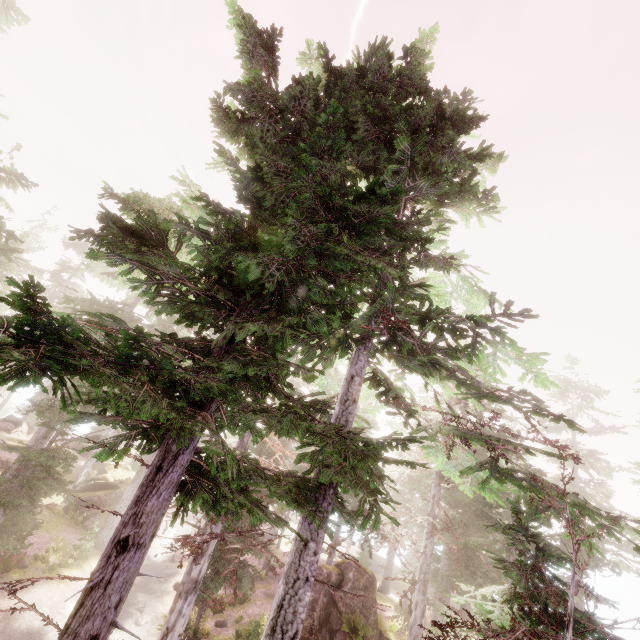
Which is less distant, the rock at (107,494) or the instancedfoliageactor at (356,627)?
the instancedfoliageactor at (356,627)

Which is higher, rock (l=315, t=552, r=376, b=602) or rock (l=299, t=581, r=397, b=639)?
rock (l=315, t=552, r=376, b=602)

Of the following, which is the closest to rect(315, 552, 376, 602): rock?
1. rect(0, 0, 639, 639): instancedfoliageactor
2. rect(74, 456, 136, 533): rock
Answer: rect(0, 0, 639, 639): instancedfoliageactor

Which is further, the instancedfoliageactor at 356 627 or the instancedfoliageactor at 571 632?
the instancedfoliageactor at 356 627

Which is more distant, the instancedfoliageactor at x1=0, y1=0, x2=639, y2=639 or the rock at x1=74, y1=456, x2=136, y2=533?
the rock at x1=74, y1=456, x2=136, y2=533

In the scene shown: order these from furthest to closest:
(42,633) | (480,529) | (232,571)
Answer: (480,529) < (42,633) < (232,571)

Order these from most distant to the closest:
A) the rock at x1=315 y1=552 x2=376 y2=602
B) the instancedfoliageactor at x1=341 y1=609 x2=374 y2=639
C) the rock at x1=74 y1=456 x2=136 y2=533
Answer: the rock at x1=74 y1=456 x2=136 y2=533
the rock at x1=315 y1=552 x2=376 y2=602
the instancedfoliageactor at x1=341 y1=609 x2=374 y2=639

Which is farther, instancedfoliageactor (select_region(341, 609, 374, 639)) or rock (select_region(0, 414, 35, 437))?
rock (select_region(0, 414, 35, 437))
